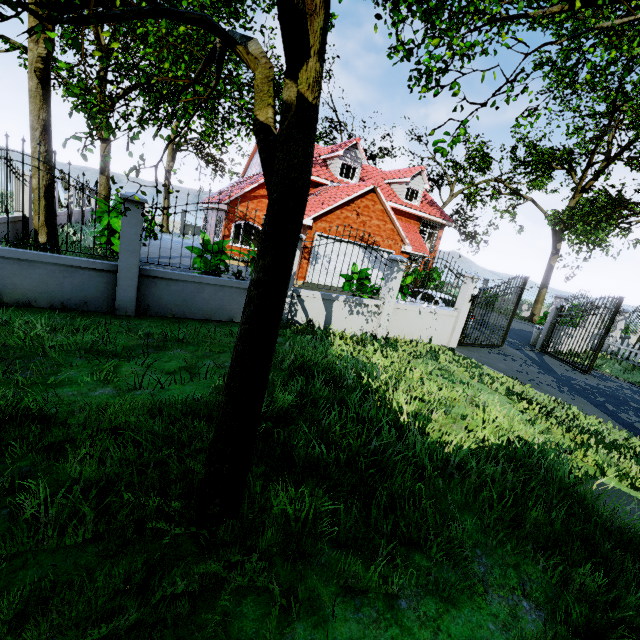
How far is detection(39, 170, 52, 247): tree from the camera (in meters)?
9.51

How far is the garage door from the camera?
17.6 meters

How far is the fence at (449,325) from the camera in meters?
8.2

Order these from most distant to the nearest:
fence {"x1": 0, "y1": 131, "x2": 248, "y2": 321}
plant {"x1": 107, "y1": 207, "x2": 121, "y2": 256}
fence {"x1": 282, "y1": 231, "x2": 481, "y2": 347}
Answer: plant {"x1": 107, "y1": 207, "x2": 121, "y2": 256} < fence {"x1": 282, "y1": 231, "x2": 481, "y2": 347} < fence {"x1": 0, "y1": 131, "x2": 248, "y2": 321}

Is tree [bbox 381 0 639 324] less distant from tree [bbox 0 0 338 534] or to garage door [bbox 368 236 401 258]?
tree [bbox 0 0 338 534]

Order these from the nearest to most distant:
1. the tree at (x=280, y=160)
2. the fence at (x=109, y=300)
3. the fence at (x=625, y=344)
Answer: the tree at (x=280, y=160) < the fence at (x=109, y=300) < the fence at (x=625, y=344)

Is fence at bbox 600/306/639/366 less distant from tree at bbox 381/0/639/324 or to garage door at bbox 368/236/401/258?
tree at bbox 381/0/639/324

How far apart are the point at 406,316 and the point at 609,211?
17.5m
